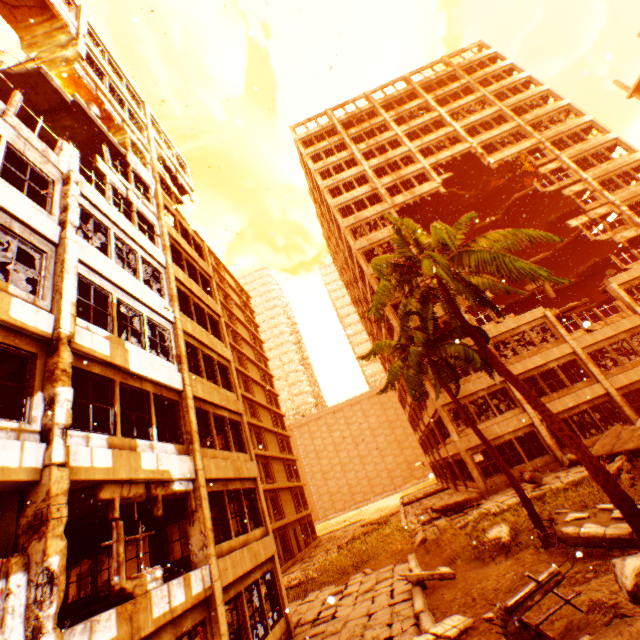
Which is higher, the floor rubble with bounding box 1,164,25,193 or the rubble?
the floor rubble with bounding box 1,164,25,193

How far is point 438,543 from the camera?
16.19m

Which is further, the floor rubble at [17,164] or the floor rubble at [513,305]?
the floor rubble at [513,305]

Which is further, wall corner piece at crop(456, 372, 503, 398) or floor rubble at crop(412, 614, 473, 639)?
wall corner piece at crop(456, 372, 503, 398)

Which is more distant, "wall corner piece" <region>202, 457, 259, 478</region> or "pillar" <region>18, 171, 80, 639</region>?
"wall corner piece" <region>202, 457, 259, 478</region>

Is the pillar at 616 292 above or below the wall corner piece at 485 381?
above

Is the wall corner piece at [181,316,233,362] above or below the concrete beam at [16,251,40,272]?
above

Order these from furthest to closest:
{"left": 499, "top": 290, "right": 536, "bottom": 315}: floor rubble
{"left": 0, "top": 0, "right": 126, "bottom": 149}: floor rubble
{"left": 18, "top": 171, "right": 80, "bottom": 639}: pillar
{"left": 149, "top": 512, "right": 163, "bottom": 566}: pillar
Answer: {"left": 499, "top": 290, "right": 536, "bottom": 315}: floor rubble
{"left": 149, "top": 512, "right": 163, "bottom": 566}: pillar
{"left": 0, "top": 0, "right": 126, "bottom": 149}: floor rubble
{"left": 18, "top": 171, "right": 80, "bottom": 639}: pillar
